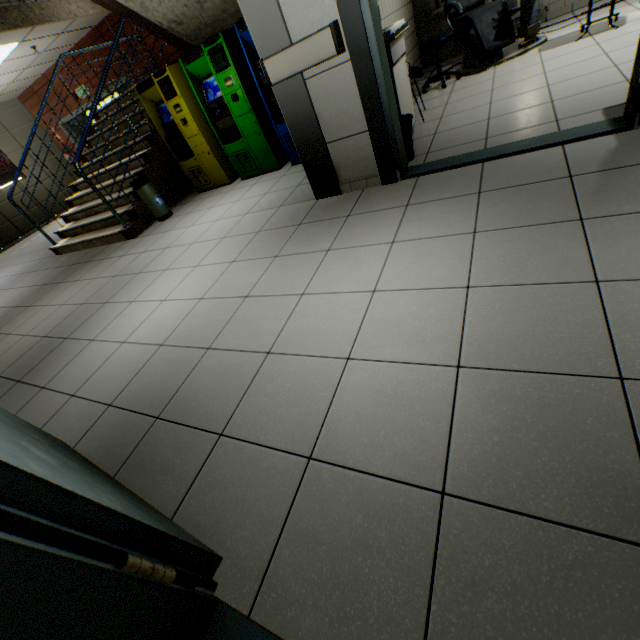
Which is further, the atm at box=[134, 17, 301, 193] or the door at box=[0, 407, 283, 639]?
the atm at box=[134, 17, 301, 193]

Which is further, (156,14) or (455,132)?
(156,14)

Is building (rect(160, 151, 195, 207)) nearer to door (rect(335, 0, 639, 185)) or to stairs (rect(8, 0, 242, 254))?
stairs (rect(8, 0, 242, 254))

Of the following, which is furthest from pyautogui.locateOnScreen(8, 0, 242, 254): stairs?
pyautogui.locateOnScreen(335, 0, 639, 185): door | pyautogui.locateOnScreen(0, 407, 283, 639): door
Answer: pyautogui.locateOnScreen(0, 407, 283, 639): door

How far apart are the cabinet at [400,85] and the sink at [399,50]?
0.0m

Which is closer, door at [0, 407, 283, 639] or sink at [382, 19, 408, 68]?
door at [0, 407, 283, 639]

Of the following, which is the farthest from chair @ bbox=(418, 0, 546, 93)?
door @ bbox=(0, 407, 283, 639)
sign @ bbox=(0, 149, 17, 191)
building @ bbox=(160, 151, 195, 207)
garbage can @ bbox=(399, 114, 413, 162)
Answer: sign @ bbox=(0, 149, 17, 191)

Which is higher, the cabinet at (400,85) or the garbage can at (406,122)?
the cabinet at (400,85)
